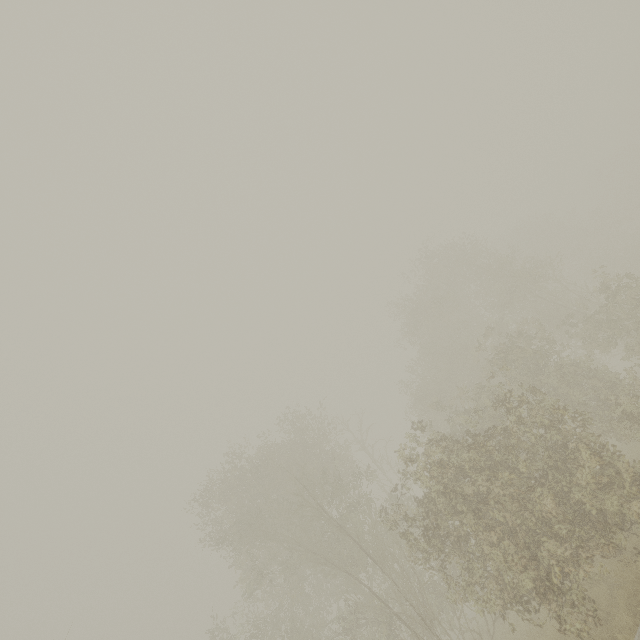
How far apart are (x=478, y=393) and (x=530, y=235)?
33.21m
